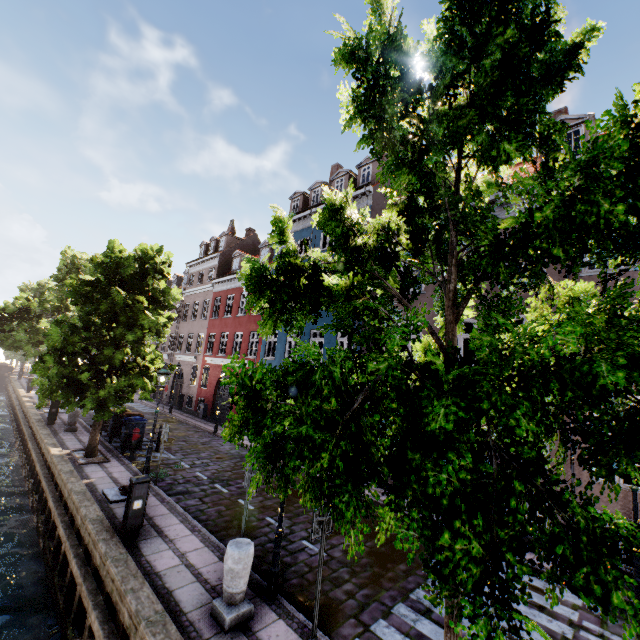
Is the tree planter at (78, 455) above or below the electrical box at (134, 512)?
below

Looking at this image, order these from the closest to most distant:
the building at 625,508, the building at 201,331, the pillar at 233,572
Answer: the pillar at 233,572, the building at 625,508, the building at 201,331

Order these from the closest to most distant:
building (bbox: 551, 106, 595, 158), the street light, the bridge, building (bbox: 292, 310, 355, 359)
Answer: the street light → building (bbox: 551, 106, 595, 158) → building (bbox: 292, 310, 355, 359) → the bridge

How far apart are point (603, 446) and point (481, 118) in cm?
343

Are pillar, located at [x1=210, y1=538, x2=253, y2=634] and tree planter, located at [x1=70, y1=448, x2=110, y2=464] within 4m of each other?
no

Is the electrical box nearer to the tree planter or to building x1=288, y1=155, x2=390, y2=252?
the tree planter

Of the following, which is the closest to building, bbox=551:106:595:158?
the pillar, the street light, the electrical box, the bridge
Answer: the street light

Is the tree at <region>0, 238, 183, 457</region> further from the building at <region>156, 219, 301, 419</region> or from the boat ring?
the building at <region>156, 219, 301, 419</region>
